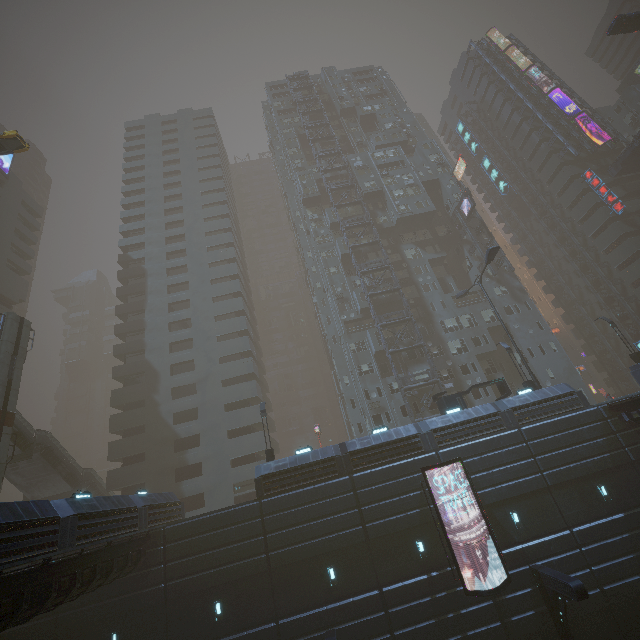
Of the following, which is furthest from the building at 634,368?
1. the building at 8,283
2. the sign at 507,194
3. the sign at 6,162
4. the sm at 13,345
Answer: the sign at 6,162

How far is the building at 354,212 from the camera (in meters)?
47.91

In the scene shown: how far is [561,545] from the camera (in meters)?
18.84

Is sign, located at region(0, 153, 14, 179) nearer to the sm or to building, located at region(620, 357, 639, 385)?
building, located at region(620, 357, 639, 385)

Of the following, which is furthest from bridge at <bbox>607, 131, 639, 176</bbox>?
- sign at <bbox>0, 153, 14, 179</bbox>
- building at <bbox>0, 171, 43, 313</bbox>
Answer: sign at <bbox>0, 153, 14, 179</bbox>

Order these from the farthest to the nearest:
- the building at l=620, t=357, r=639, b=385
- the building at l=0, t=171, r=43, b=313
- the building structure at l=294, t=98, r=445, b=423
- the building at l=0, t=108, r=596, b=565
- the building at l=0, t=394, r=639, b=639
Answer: the building at l=0, t=171, r=43, b=313 < the building structure at l=294, t=98, r=445, b=423 < the building at l=620, t=357, r=639, b=385 < the building at l=0, t=108, r=596, b=565 < the building at l=0, t=394, r=639, b=639

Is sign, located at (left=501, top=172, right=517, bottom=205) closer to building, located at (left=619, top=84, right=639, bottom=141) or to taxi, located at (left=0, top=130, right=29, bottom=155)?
building, located at (left=619, top=84, right=639, bottom=141)

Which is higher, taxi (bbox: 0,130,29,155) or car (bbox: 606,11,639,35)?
car (bbox: 606,11,639,35)
